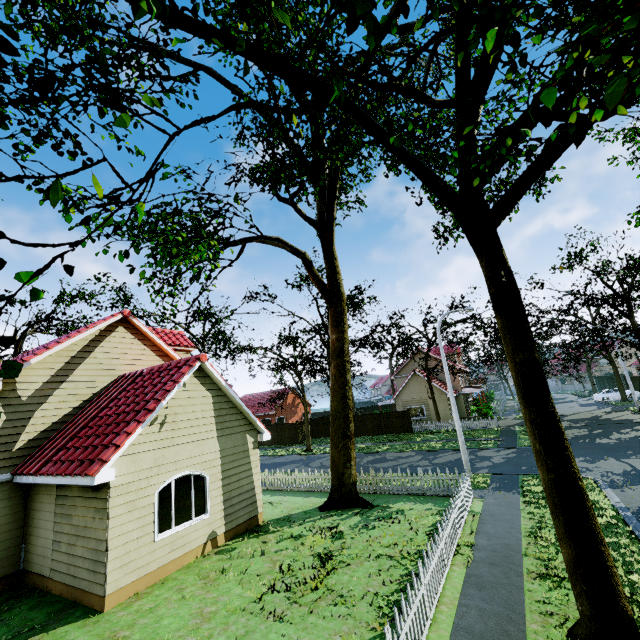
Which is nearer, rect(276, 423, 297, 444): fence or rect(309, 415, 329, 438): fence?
rect(276, 423, 297, 444): fence

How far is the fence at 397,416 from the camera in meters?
33.5

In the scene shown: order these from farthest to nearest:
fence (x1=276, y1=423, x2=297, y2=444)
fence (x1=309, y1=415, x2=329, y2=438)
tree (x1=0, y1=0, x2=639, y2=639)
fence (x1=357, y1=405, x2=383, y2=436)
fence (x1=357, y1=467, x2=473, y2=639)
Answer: fence (x1=309, y1=415, x2=329, y2=438) < fence (x1=276, y1=423, x2=297, y2=444) < fence (x1=357, y1=405, x2=383, y2=436) < fence (x1=357, y1=467, x2=473, y2=639) < tree (x1=0, y1=0, x2=639, y2=639)

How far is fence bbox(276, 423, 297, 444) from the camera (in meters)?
A: 36.72

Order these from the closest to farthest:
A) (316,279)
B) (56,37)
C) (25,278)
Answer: (25,278), (56,37), (316,279)

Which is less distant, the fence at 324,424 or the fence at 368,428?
the fence at 368,428

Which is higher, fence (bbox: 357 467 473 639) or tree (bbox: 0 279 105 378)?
tree (bbox: 0 279 105 378)
